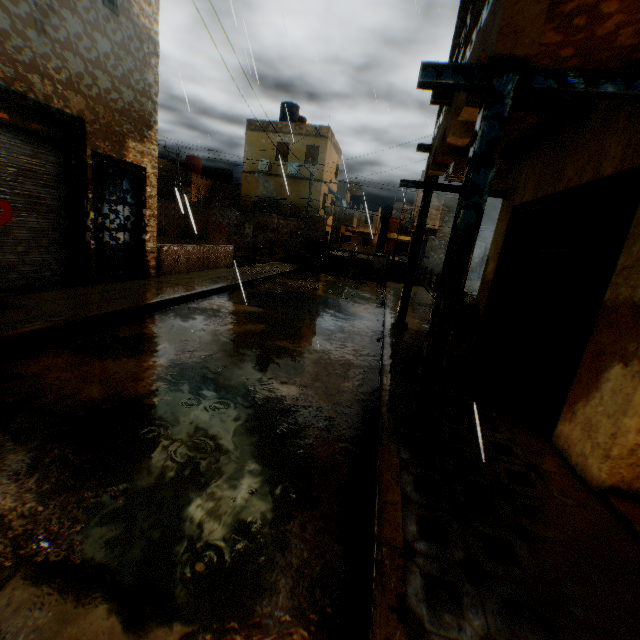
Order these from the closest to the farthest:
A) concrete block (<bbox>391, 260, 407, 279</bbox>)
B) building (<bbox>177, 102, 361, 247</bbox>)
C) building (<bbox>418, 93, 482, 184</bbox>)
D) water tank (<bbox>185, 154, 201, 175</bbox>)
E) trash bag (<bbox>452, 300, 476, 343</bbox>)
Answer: building (<bbox>418, 93, 482, 184</bbox>), trash bag (<bbox>452, 300, 476, 343</bbox>), concrete block (<bbox>391, 260, 407, 279</bbox>), building (<bbox>177, 102, 361, 247</bbox>), water tank (<bbox>185, 154, 201, 175</bbox>)

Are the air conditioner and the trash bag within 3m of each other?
no

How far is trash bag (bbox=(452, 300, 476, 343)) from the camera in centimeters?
690cm

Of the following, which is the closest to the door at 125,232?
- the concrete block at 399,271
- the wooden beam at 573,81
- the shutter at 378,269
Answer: the wooden beam at 573,81

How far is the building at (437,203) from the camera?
24.7m

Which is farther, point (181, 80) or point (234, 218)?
point (234, 218)

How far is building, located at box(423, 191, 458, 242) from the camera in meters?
24.7

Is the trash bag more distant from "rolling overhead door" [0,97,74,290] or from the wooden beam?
the wooden beam
